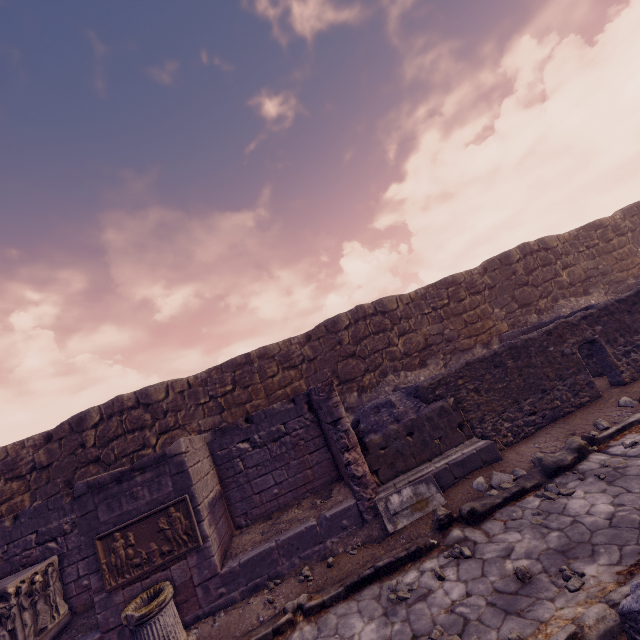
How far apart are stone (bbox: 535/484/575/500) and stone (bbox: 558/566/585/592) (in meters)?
1.52

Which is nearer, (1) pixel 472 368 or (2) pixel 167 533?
(2) pixel 167 533

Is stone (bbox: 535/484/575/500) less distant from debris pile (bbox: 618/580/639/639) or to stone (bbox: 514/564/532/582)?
stone (bbox: 514/564/532/582)

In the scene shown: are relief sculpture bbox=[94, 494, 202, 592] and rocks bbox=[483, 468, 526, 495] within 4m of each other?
no

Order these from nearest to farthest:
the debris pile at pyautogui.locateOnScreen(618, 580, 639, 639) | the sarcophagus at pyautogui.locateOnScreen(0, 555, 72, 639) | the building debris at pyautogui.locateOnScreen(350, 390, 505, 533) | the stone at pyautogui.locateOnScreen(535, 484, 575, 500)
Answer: the debris pile at pyautogui.locateOnScreen(618, 580, 639, 639) → the stone at pyautogui.locateOnScreen(535, 484, 575, 500) → the sarcophagus at pyautogui.locateOnScreen(0, 555, 72, 639) → the building debris at pyautogui.locateOnScreen(350, 390, 505, 533)

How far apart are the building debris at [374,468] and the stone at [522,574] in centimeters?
221cm

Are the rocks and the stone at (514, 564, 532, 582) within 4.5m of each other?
yes

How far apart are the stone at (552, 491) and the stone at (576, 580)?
1.5m
